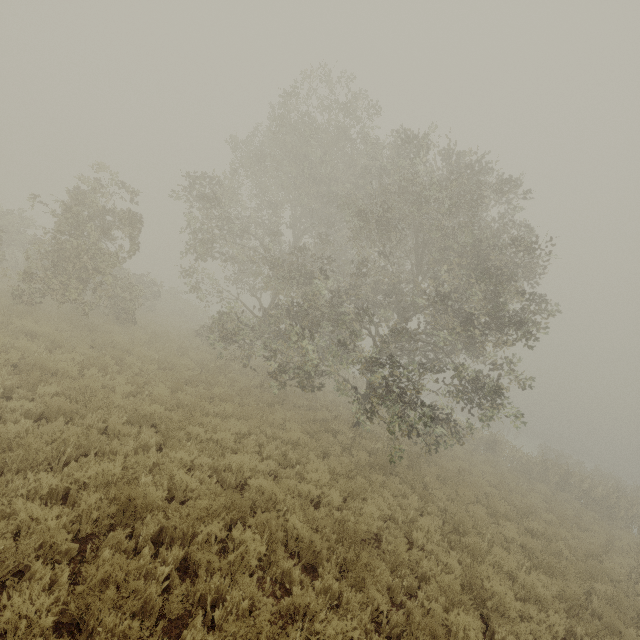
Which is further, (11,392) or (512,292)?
(512,292)
